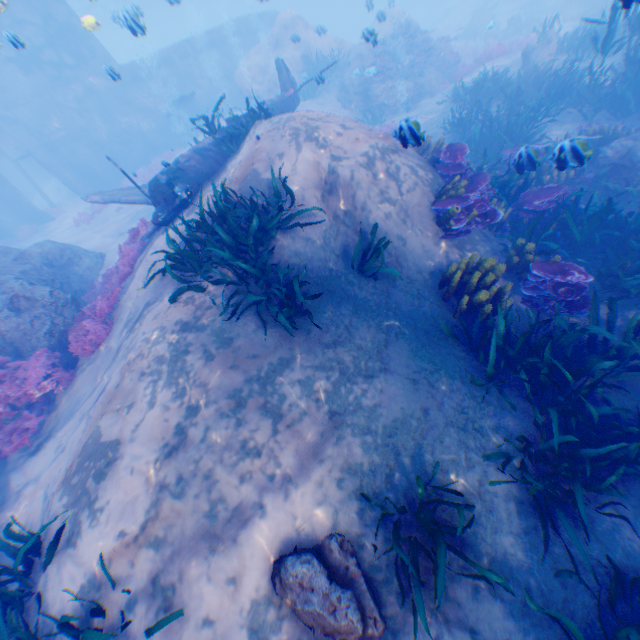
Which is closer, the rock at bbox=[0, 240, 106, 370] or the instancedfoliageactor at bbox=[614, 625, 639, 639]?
the instancedfoliageactor at bbox=[614, 625, 639, 639]

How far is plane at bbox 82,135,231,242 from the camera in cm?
827

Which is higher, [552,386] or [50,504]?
[50,504]

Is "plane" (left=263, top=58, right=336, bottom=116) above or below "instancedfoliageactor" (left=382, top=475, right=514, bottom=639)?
above

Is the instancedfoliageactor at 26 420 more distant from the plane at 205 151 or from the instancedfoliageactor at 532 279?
the instancedfoliageactor at 532 279

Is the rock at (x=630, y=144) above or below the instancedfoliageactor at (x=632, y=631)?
above

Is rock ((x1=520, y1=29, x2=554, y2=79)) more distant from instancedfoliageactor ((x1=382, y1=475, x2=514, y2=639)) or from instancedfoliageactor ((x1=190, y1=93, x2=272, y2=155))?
instancedfoliageactor ((x1=190, y1=93, x2=272, y2=155))

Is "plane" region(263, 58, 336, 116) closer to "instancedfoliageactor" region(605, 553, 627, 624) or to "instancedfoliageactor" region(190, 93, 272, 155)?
"instancedfoliageactor" region(190, 93, 272, 155)
